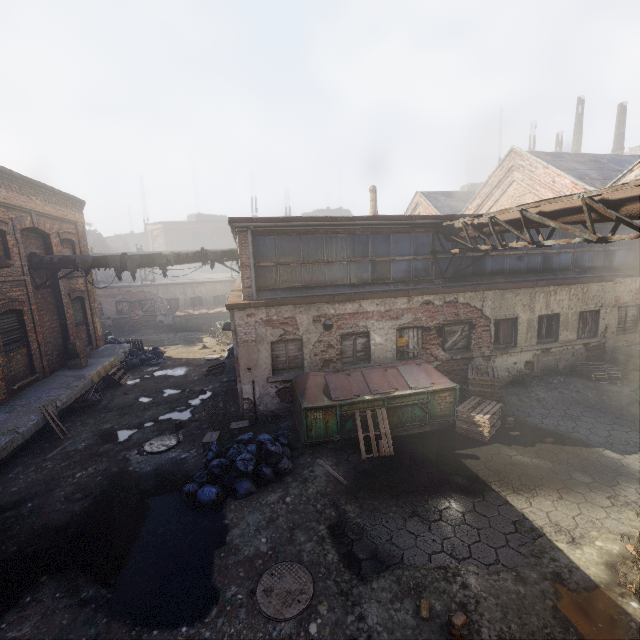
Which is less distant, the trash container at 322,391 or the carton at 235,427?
the trash container at 322,391

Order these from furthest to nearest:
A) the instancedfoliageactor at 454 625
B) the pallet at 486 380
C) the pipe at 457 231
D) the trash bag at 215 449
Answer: the pipe at 457 231 → the pallet at 486 380 → the trash bag at 215 449 → the instancedfoliageactor at 454 625

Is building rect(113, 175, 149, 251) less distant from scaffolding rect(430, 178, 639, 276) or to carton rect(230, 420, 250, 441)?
carton rect(230, 420, 250, 441)

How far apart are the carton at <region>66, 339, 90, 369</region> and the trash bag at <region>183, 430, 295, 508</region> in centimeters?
974cm

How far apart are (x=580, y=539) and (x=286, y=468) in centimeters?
564cm

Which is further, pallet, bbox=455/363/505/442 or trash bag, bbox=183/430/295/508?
pallet, bbox=455/363/505/442

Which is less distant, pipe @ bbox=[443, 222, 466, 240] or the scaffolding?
the scaffolding

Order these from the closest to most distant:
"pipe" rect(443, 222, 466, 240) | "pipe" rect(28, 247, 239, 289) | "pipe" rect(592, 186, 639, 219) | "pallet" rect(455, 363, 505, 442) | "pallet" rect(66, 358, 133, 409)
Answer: "pipe" rect(592, 186, 639, 219), "pallet" rect(455, 363, 505, 442), "pipe" rect(443, 222, 466, 240), "pallet" rect(66, 358, 133, 409), "pipe" rect(28, 247, 239, 289)
